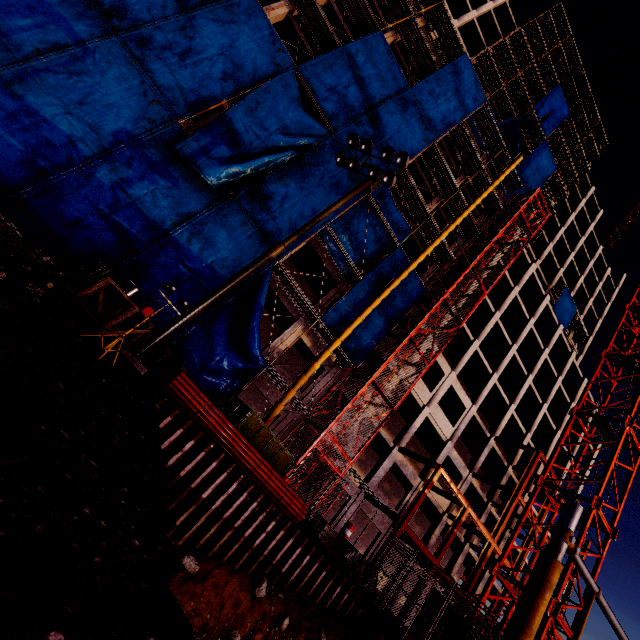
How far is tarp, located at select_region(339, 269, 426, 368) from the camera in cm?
1970

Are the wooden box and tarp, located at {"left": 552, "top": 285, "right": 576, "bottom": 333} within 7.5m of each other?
no

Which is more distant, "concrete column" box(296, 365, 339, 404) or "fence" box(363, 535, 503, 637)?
"concrete column" box(296, 365, 339, 404)

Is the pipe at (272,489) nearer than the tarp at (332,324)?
Yes

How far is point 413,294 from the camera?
22.2m

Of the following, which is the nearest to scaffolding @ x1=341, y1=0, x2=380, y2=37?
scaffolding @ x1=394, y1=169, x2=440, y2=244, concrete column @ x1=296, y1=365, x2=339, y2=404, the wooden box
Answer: scaffolding @ x1=394, y1=169, x2=440, y2=244

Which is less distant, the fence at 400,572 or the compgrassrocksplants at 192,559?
the compgrassrocksplants at 192,559

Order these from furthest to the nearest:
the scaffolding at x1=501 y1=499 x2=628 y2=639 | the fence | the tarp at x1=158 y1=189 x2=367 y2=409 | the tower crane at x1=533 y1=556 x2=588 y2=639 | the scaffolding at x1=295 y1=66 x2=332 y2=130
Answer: the scaffolding at x1=295 y1=66 x2=332 y2=130 → the tarp at x1=158 y1=189 x2=367 y2=409 → the tower crane at x1=533 y1=556 x2=588 y2=639 → the fence → the scaffolding at x1=501 y1=499 x2=628 y2=639
